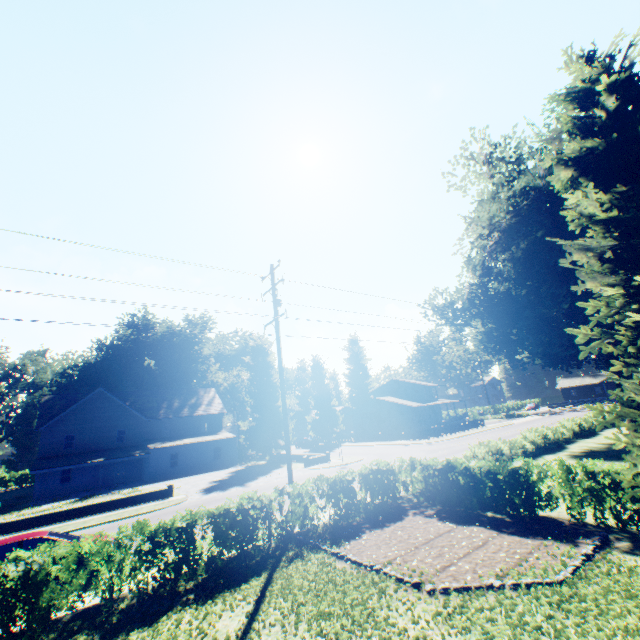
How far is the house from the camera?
51.7 meters

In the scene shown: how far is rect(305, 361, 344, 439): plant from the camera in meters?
56.0

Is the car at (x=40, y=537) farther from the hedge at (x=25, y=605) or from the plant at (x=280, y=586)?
the plant at (x=280, y=586)

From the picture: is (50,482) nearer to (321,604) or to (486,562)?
(321,604)

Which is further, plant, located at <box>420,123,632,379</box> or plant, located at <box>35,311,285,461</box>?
plant, located at <box>35,311,285,461</box>

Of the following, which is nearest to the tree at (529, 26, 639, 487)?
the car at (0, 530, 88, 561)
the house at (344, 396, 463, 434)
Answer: the car at (0, 530, 88, 561)

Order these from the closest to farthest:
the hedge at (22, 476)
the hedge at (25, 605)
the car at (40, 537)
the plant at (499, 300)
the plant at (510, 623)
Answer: the plant at (510, 623), the hedge at (25, 605), the car at (40, 537), the plant at (499, 300), the hedge at (22, 476)
